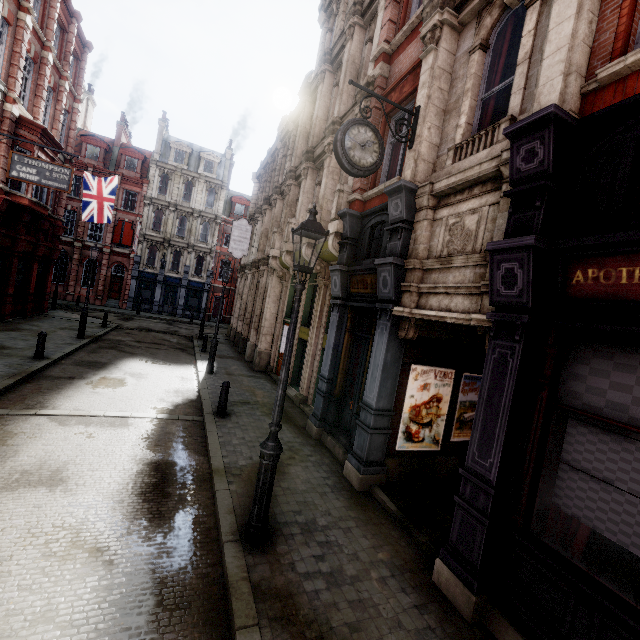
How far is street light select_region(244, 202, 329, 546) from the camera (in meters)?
4.49

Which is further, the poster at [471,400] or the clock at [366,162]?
the poster at [471,400]

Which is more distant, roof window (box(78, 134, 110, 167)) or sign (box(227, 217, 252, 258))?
roof window (box(78, 134, 110, 167))

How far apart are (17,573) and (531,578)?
5.8m

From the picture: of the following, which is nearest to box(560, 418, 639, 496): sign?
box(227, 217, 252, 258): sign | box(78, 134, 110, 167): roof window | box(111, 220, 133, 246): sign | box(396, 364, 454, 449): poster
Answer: box(396, 364, 454, 449): poster

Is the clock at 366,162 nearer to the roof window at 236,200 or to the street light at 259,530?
the street light at 259,530

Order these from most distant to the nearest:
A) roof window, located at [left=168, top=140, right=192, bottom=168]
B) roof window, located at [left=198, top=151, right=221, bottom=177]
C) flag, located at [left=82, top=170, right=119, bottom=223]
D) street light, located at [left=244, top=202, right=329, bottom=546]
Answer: roof window, located at [left=198, top=151, right=221, bottom=177] → roof window, located at [left=168, top=140, right=192, bottom=168] → flag, located at [left=82, top=170, right=119, bottom=223] → street light, located at [left=244, top=202, right=329, bottom=546]

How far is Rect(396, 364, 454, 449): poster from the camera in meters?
7.0 m
